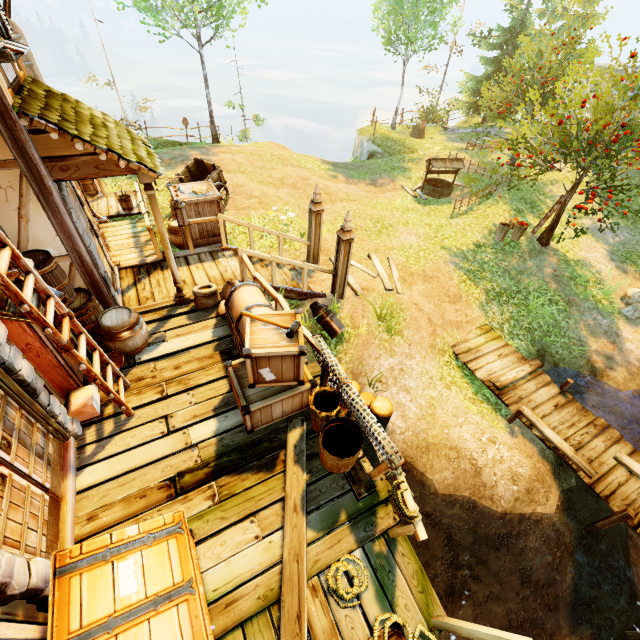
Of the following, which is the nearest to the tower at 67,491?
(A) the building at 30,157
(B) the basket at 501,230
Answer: (A) the building at 30,157

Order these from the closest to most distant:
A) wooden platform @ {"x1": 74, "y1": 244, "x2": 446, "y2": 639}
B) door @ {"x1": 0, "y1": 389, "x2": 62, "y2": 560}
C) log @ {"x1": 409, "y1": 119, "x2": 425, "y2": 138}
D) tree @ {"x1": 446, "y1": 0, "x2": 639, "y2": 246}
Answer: door @ {"x1": 0, "y1": 389, "x2": 62, "y2": 560}, wooden platform @ {"x1": 74, "y1": 244, "x2": 446, "y2": 639}, tree @ {"x1": 446, "y1": 0, "x2": 639, "y2": 246}, log @ {"x1": 409, "y1": 119, "x2": 425, "y2": 138}

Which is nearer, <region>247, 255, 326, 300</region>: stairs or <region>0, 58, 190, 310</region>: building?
<region>0, 58, 190, 310</region>: building

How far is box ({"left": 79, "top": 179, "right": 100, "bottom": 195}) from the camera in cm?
1111

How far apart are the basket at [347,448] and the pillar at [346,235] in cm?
421

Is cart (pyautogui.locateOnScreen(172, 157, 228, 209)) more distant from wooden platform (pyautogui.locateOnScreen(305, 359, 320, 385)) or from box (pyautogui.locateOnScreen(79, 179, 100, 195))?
wooden platform (pyautogui.locateOnScreen(305, 359, 320, 385))

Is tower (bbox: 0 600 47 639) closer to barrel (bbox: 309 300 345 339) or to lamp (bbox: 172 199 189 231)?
lamp (bbox: 172 199 189 231)

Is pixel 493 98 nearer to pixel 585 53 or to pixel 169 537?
pixel 585 53
